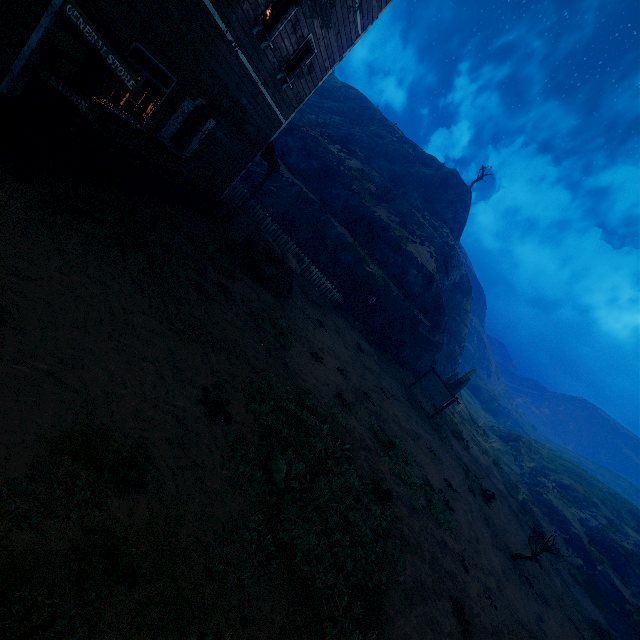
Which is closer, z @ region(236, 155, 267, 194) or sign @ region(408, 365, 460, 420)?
sign @ region(408, 365, 460, 420)

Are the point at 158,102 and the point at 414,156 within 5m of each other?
no

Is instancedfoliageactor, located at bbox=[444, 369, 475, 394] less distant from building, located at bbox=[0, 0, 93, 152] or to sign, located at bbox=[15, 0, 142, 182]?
building, located at bbox=[0, 0, 93, 152]

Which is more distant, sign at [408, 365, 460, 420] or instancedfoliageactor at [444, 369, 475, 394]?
instancedfoliageactor at [444, 369, 475, 394]

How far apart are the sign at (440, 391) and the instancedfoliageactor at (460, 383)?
7.42m

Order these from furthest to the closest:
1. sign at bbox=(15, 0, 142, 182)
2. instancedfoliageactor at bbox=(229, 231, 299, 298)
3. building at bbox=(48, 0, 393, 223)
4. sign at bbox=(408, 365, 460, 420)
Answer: sign at bbox=(408, 365, 460, 420) < instancedfoliageactor at bbox=(229, 231, 299, 298) < building at bbox=(48, 0, 393, 223) < sign at bbox=(15, 0, 142, 182)

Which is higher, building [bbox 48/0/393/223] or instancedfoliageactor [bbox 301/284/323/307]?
building [bbox 48/0/393/223]

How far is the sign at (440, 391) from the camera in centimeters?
1906cm
